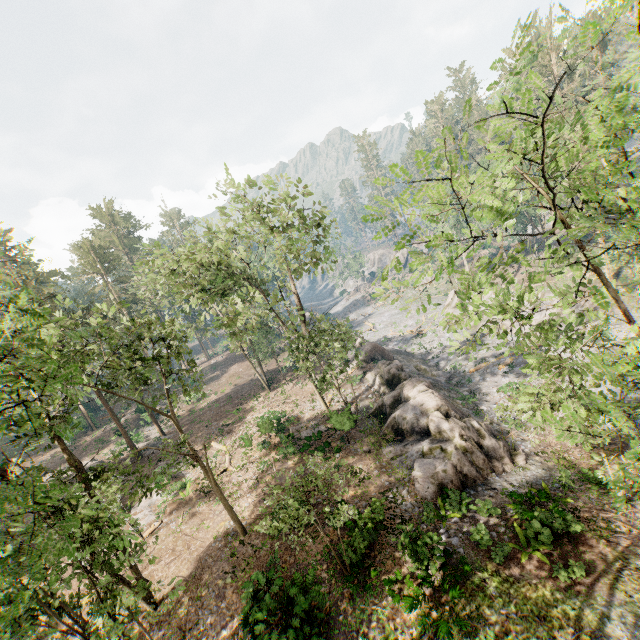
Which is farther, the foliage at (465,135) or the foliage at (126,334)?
the foliage at (126,334)

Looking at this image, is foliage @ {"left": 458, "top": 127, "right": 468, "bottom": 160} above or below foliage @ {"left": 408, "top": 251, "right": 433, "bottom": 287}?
above

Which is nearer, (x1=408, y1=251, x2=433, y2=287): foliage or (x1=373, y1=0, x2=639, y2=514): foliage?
(x1=373, y1=0, x2=639, y2=514): foliage

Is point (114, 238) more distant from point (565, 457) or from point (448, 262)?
point (565, 457)

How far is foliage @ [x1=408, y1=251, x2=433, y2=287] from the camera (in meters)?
4.67

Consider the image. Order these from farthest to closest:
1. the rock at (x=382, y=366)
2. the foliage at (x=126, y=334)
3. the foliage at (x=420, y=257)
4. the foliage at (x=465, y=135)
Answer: the rock at (x=382, y=366) → the foliage at (x=126, y=334) → the foliage at (x=420, y=257) → the foliage at (x=465, y=135)
